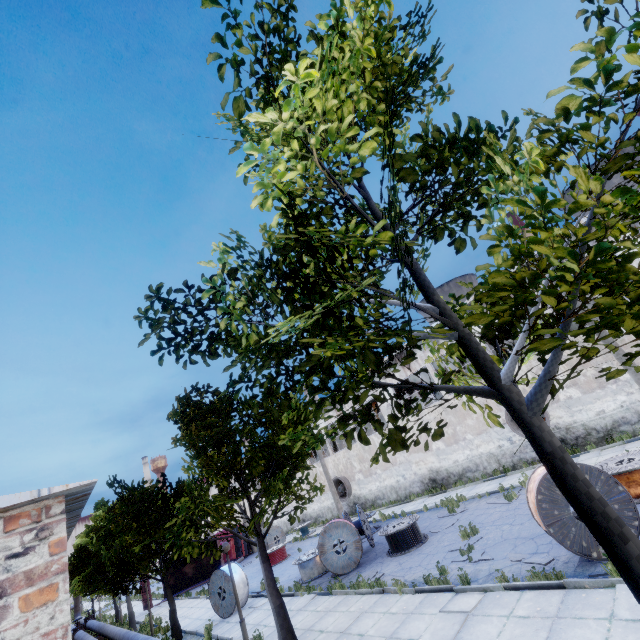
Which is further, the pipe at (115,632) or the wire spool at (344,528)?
the wire spool at (344,528)

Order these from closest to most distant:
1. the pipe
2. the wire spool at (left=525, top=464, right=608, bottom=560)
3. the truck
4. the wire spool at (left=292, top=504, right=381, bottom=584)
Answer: the wire spool at (left=525, top=464, right=608, bottom=560)
the pipe
the wire spool at (left=292, top=504, right=381, bottom=584)
the truck

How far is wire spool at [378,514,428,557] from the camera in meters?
13.9

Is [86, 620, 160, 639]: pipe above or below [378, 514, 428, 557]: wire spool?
above

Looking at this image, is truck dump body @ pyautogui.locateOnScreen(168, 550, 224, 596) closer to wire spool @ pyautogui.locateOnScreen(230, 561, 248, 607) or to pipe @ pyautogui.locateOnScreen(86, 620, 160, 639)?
pipe @ pyautogui.locateOnScreen(86, 620, 160, 639)

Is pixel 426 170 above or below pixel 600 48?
above

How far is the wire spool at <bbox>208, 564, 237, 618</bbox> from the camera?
15.8m

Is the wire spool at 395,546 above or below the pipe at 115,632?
below
